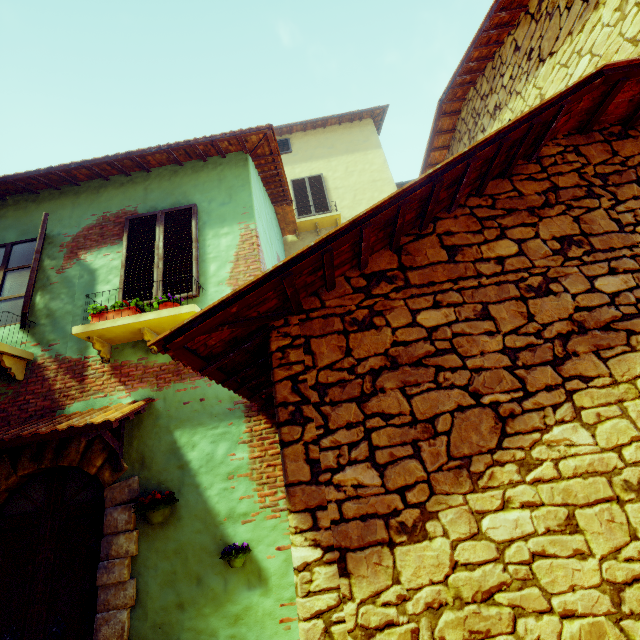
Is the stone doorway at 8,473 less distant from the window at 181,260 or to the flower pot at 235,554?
the flower pot at 235,554

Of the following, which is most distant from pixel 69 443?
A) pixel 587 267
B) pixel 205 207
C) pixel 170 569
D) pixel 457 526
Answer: pixel 587 267

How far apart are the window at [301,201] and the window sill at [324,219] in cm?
31

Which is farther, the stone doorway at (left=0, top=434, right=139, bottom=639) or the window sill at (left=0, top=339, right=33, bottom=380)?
the window sill at (left=0, top=339, right=33, bottom=380)

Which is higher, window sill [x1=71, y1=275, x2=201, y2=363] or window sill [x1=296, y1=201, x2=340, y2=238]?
window sill [x1=296, y1=201, x2=340, y2=238]

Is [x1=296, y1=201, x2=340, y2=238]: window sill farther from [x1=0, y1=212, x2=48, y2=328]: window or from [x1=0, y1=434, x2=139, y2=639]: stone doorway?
[x1=0, y1=434, x2=139, y2=639]: stone doorway

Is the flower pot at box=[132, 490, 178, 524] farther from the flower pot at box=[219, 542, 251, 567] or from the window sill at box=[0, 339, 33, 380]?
the window sill at box=[0, 339, 33, 380]

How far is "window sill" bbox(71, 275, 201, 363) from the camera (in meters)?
3.85
